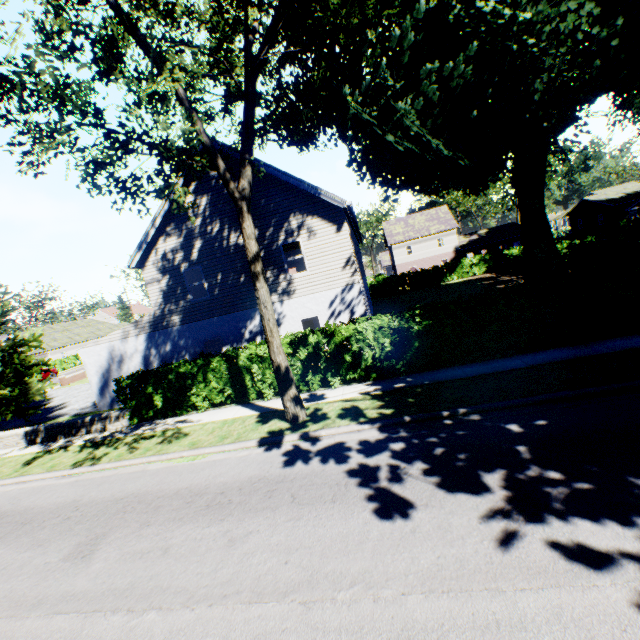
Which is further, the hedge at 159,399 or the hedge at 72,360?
the hedge at 72,360

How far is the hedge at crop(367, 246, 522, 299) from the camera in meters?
36.4 m

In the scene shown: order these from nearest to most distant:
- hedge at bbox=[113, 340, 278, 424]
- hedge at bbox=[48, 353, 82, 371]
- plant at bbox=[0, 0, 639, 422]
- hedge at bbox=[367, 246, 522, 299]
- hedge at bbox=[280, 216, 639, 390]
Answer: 1. plant at bbox=[0, 0, 639, 422]
2. hedge at bbox=[280, 216, 639, 390]
3. hedge at bbox=[113, 340, 278, 424]
4. hedge at bbox=[367, 246, 522, 299]
5. hedge at bbox=[48, 353, 82, 371]

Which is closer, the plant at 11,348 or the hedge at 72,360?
the plant at 11,348

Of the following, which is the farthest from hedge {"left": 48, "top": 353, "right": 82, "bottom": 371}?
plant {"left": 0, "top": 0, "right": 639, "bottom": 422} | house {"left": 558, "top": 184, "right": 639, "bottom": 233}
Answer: house {"left": 558, "top": 184, "right": 639, "bottom": 233}

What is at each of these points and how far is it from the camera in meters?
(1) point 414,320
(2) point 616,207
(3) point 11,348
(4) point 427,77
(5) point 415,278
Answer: (1) hedge, 11.2
(2) house, 47.3
(3) plant, 16.2
(4) plant, 13.9
(5) hedge, 40.8
